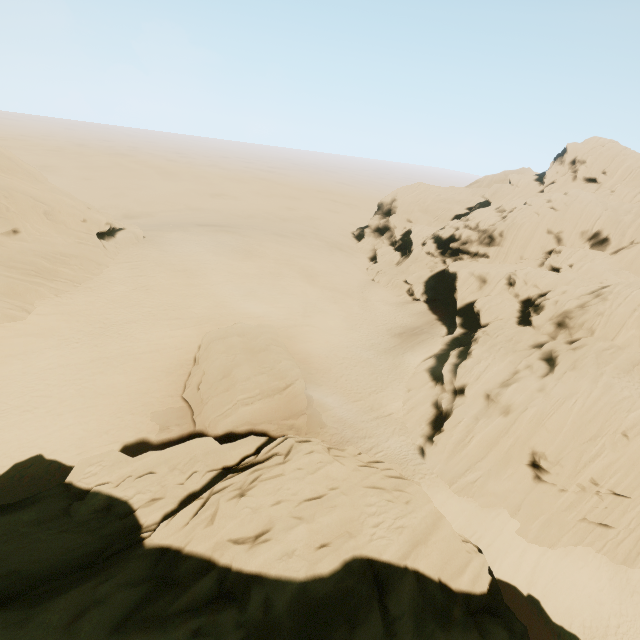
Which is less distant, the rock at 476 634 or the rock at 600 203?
the rock at 476 634

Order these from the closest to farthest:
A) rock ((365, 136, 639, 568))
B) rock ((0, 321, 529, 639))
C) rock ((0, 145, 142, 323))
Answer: rock ((0, 321, 529, 639)), rock ((365, 136, 639, 568)), rock ((0, 145, 142, 323))

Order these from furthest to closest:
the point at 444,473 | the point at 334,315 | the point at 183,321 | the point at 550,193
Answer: the point at 550,193
the point at 334,315
the point at 183,321
the point at 444,473

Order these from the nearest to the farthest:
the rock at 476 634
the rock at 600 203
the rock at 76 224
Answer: the rock at 476 634 < the rock at 600 203 < the rock at 76 224

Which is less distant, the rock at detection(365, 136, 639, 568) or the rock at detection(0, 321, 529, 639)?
the rock at detection(0, 321, 529, 639)
